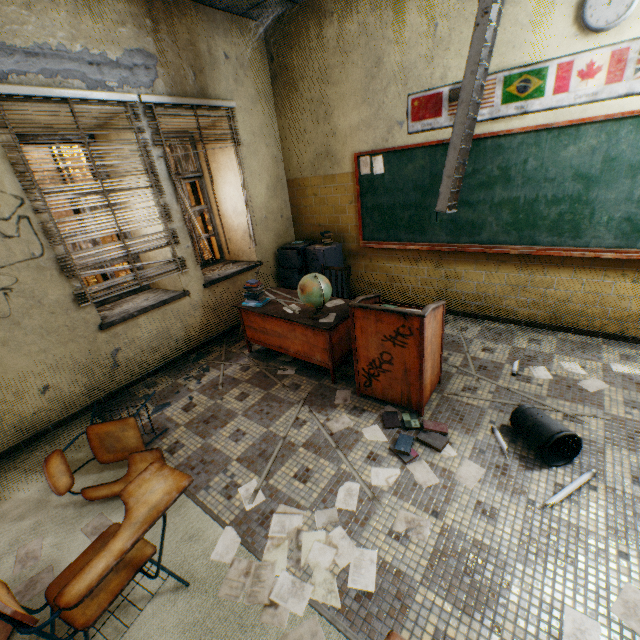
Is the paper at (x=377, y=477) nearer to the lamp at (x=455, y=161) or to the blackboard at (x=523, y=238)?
the lamp at (x=455, y=161)

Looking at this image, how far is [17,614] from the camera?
1.2 meters

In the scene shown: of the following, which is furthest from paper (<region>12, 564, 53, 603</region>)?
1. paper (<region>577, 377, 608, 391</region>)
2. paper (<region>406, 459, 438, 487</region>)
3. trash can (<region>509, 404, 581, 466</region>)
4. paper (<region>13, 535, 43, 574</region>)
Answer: paper (<region>577, 377, 608, 391</region>)

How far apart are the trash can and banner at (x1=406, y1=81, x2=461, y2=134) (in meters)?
2.80

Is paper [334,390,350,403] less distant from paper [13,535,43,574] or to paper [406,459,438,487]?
paper [406,459,438,487]

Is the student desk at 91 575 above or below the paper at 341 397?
above

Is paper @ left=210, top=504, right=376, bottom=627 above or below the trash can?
below

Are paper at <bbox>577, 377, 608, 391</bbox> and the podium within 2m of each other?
yes
